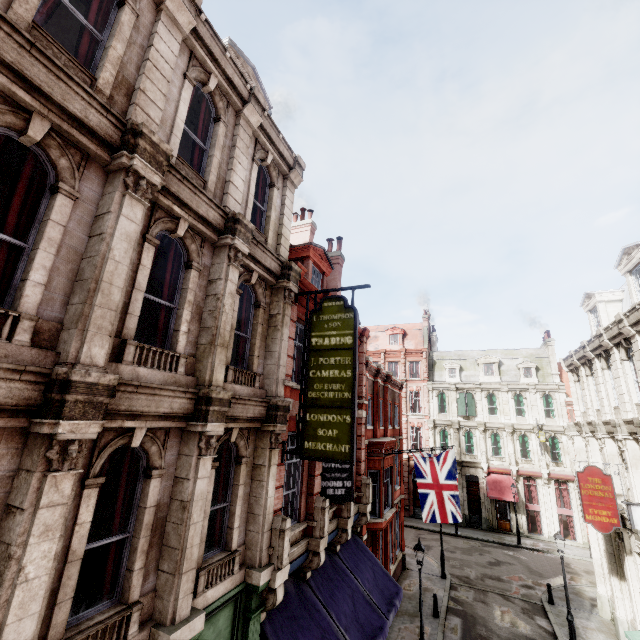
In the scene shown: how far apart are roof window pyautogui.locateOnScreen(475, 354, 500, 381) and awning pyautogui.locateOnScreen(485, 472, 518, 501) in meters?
9.1

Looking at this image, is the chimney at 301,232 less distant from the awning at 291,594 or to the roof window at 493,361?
the awning at 291,594

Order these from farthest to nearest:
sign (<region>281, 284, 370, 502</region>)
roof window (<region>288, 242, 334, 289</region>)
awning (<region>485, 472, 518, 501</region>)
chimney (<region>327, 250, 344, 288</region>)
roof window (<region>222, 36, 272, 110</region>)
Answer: awning (<region>485, 472, 518, 501</region>) < chimney (<region>327, 250, 344, 288</region>) < roof window (<region>288, 242, 334, 289</region>) < roof window (<region>222, 36, 272, 110</region>) < sign (<region>281, 284, 370, 502</region>)

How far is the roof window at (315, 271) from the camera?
13.59m

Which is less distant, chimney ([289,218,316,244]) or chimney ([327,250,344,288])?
chimney ([327,250,344,288])

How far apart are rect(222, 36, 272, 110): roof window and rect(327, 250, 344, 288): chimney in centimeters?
787cm

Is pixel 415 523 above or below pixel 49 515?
below

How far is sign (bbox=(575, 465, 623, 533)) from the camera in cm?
1308
